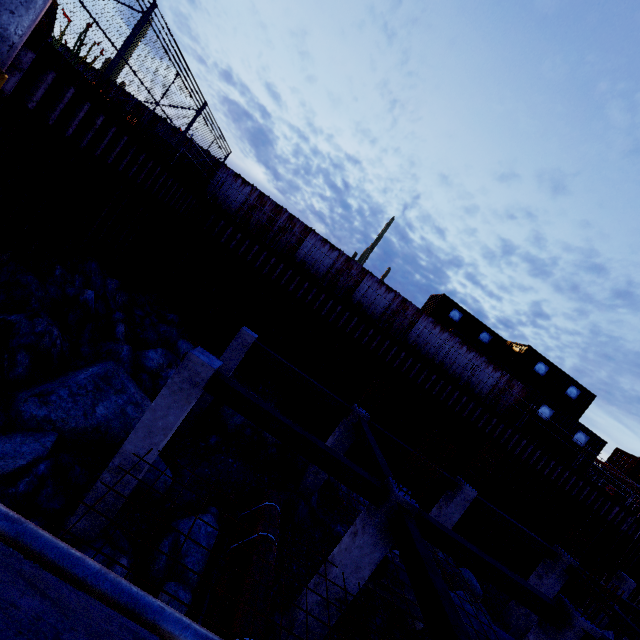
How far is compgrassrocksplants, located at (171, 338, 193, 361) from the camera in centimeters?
1321cm

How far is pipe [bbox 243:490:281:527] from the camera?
9.28m

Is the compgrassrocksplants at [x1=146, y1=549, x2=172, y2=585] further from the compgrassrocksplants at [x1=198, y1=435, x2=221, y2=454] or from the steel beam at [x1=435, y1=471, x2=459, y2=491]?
the steel beam at [x1=435, y1=471, x2=459, y2=491]

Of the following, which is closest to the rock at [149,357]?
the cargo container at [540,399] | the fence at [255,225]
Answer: the fence at [255,225]

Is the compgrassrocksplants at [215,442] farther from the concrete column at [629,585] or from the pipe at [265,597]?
the concrete column at [629,585]

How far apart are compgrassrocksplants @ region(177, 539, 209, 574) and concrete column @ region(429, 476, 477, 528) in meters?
7.7 m

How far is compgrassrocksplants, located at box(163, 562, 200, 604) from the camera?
6.8 meters

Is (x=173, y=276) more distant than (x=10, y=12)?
Yes
